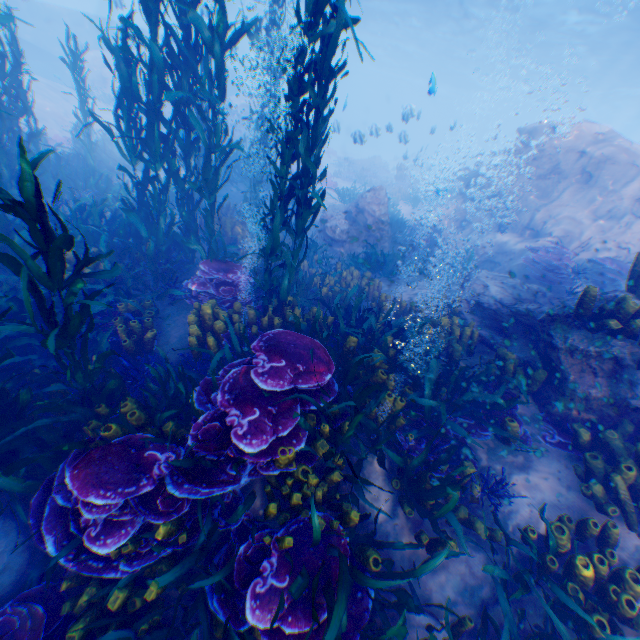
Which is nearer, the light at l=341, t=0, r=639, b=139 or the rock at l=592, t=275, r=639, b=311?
the rock at l=592, t=275, r=639, b=311

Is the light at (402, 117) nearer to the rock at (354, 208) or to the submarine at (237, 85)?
the rock at (354, 208)

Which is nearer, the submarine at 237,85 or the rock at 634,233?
the rock at 634,233

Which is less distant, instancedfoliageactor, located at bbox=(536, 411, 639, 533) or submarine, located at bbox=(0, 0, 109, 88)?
instancedfoliageactor, located at bbox=(536, 411, 639, 533)

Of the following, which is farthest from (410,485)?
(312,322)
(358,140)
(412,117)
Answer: (412,117)

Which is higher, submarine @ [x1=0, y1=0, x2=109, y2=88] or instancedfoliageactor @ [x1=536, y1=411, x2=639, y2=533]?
submarine @ [x1=0, y1=0, x2=109, y2=88]

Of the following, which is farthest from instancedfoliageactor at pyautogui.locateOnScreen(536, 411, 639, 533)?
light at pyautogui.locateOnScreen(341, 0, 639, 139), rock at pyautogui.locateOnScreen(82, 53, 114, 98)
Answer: light at pyautogui.locateOnScreen(341, 0, 639, 139)
